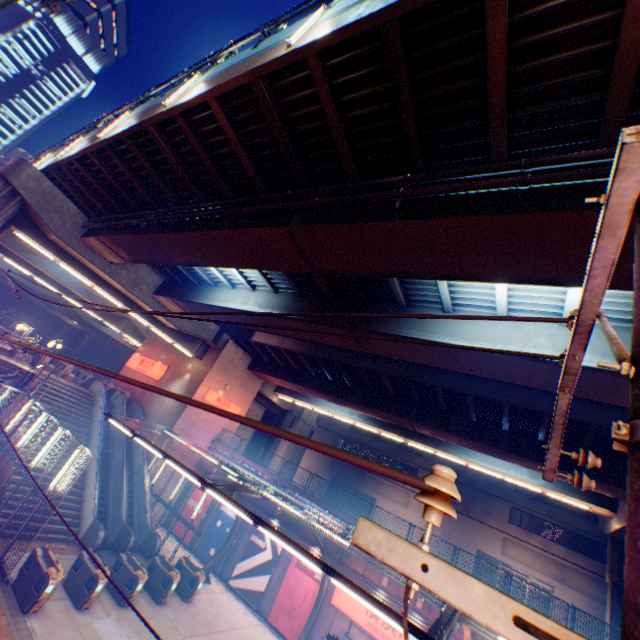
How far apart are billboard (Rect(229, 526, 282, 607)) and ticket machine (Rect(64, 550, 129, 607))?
9.9 meters

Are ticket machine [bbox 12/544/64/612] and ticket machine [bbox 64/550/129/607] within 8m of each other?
yes

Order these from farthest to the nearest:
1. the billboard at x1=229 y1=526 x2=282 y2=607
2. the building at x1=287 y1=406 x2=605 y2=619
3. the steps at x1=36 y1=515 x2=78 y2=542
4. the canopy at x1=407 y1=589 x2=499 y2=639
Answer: the building at x1=287 y1=406 x2=605 y2=619 → the billboard at x1=229 y1=526 x2=282 y2=607 → the steps at x1=36 y1=515 x2=78 y2=542 → the canopy at x1=407 y1=589 x2=499 y2=639

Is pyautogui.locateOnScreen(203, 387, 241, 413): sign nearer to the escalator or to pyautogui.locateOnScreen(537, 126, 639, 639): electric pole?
the escalator

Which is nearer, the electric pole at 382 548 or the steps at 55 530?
the electric pole at 382 548

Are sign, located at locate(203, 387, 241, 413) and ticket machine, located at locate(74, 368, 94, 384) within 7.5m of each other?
no

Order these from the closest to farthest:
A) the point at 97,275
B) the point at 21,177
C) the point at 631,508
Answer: the point at 631,508 → the point at 21,177 → the point at 97,275

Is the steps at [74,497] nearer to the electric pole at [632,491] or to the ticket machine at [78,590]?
the ticket machine at [78,590]
